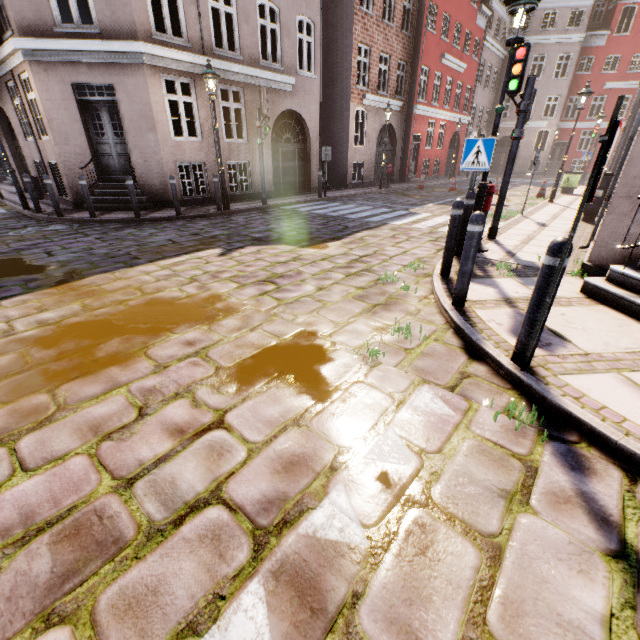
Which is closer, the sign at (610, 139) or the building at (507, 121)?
the sign at (610, 139)

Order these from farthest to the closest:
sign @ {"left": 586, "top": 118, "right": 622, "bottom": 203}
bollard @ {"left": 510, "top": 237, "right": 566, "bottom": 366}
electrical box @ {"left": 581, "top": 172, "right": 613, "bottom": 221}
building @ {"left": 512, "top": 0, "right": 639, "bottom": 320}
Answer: electrical box @ {"left": 581, "top": 172, "right": 613, "bottom": 221}, building @ {"left": 512, "top": 0, "right": 639, "bottom": 320}, bollard @ {"left": 510, "top": 237, "right": 566, "bottom": 366}, sign @ {"left": 586, "top": 118, "right": 622, "bottom": 203}

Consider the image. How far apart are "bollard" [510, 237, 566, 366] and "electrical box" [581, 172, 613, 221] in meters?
9.1 m

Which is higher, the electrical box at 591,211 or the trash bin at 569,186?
the trash bin at 569,186

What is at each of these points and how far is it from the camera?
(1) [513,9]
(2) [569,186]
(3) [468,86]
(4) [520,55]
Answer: (1) street light, 4.73m
(2) trash bin, 15.62m
(3) building, 25.11m
(4) traffic light, 5.86m

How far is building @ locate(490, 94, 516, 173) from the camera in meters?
30.0 m

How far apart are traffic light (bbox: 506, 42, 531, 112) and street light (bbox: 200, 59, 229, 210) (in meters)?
7.41

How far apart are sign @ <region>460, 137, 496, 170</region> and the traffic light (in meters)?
1.70
